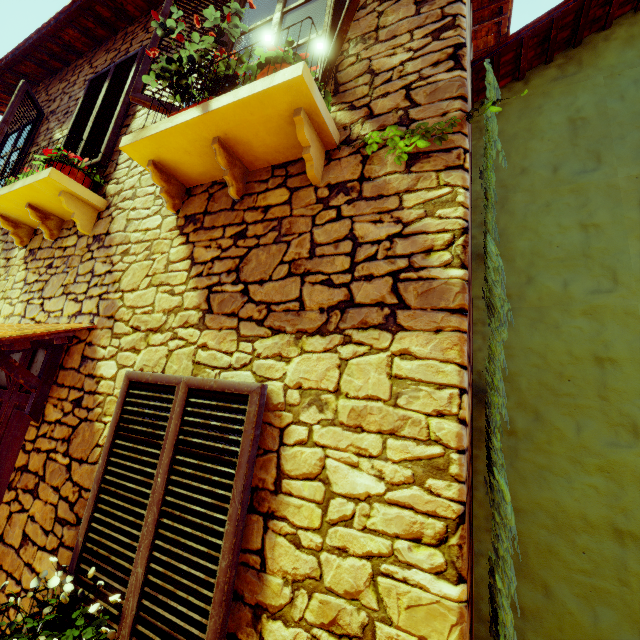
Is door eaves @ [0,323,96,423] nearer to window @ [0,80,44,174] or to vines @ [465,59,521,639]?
window @ [0,80,44,174]

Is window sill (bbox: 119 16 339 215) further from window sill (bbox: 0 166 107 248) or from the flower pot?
window sill (bbox: 0 166 107 248)

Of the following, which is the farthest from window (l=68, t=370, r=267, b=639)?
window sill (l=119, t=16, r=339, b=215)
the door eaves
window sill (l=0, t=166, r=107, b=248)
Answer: window sill (l=0, t=166, r=107, b=248)

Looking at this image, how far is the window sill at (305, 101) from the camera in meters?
1.8

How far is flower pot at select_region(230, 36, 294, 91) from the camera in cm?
188

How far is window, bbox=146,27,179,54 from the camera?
2.70m

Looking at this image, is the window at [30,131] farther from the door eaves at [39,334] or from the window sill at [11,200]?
the door eaves at [39,334]

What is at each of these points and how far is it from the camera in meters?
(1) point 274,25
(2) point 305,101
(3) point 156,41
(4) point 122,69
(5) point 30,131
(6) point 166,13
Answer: (1) window, 2.8 m
(2) window sill, 1.8 m
(3) window, 2.7 m
(4) window, 3.9 m
(5) window, 4.8 m
(6) window, 2.8 m
